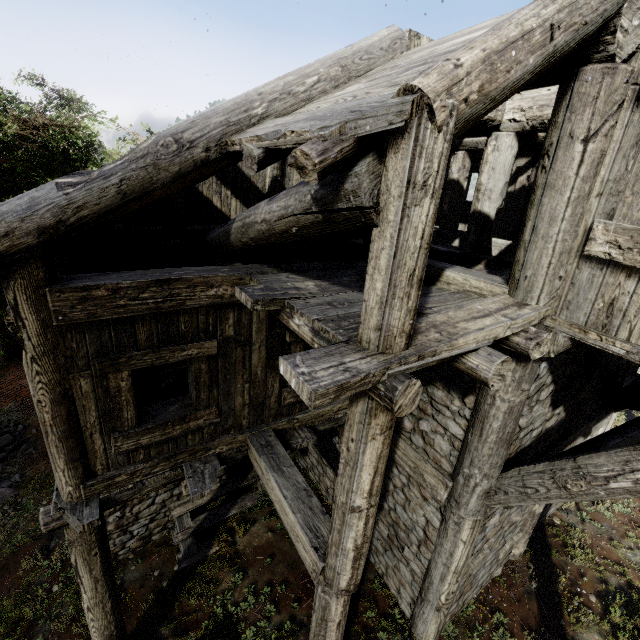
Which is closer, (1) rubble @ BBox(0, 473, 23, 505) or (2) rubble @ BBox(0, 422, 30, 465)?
(1) rubble @ BBox(0, 473, 23, 505)

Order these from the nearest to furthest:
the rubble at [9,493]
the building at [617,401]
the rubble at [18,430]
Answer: the building at [617,401]
the rubble at [9,493]
the rubble at [18,430]

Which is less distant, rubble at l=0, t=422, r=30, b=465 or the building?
the building

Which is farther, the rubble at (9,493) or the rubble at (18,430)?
the rubble at (18,430)

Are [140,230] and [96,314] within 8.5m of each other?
yes

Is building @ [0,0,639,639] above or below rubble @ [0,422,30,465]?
above

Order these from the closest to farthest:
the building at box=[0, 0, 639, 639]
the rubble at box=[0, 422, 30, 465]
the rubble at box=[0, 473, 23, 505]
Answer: the building at box=[0, 0, 639, 639]
the rubble at box=[0, 473, 23, 505]
the rubble at box=[0, 422, 30, 465]
